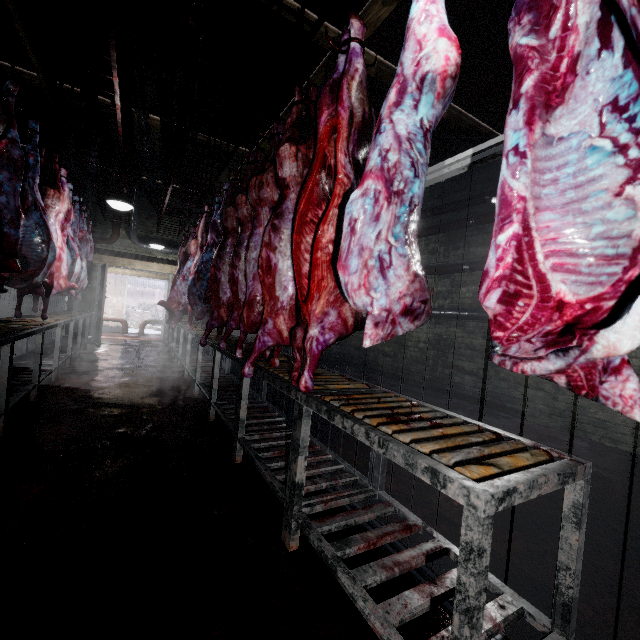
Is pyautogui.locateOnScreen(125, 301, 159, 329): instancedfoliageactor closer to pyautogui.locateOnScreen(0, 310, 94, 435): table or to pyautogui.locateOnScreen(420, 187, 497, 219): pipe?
pyautogui.locateOnScreen(0, 310, 94, 435): table

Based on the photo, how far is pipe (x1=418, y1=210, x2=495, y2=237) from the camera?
5.23m

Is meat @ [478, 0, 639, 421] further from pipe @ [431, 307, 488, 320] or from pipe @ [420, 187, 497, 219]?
pipe @ [420, 187, 497, 219]

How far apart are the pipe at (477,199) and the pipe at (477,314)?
1.71m

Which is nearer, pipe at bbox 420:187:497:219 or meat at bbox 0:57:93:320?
meat at bbox 0:57:93:320

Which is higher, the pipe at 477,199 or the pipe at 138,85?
the pipe at 138,85

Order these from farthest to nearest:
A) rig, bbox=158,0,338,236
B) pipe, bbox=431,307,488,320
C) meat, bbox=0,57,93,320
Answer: pipe, bbox=431,307,488,320 → meat, bbox=0,57,93,320 → rig, bbox=158,0,338,236

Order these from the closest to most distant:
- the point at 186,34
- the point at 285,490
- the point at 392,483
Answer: →
1. the point at 285,490
2. the point at 392,483
3. the point at 186,34
